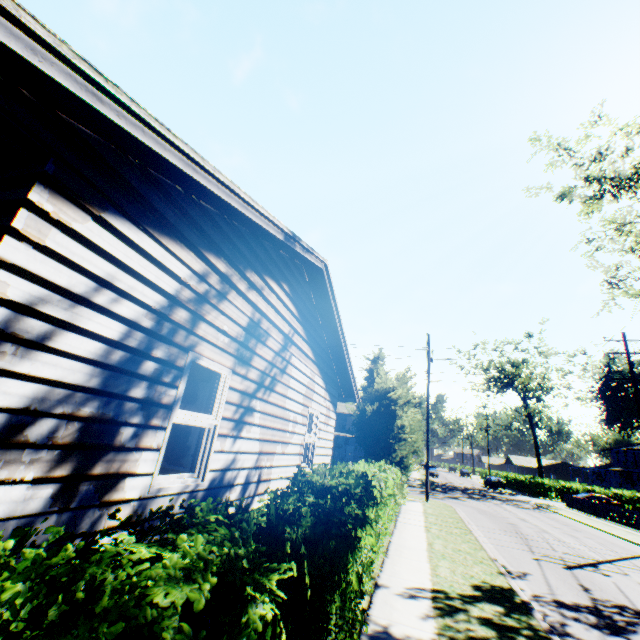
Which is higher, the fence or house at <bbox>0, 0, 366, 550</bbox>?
house at <bbox>0, 0, 366, 550</bbox>

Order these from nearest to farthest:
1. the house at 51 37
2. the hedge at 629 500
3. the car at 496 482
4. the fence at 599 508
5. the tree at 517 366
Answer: the house at 51 37
the fence at 599 508
the hedge at 629 500
the tree at 517 366
the car at 496 482

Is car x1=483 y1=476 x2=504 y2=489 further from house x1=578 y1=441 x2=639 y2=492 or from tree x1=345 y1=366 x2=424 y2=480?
tree x1=345 y1=366 x2=424 y2=480

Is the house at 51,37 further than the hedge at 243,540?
Yes

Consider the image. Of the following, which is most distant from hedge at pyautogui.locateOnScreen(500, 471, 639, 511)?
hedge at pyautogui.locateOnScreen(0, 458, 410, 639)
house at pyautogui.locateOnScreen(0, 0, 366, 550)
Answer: A: house at pyautogui.locateOnScreen(0, 0, 366, 550)

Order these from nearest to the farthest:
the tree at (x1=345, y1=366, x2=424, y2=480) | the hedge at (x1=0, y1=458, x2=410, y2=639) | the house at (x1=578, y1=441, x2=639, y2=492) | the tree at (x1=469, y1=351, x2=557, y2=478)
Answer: the hedge at (x1=0, y1=458, x2=410, y2=639) < the tree at (x1=345, y1=366, x2=424, y2=480) < the tree at (x1=469, y1=351, x2=557, y2=478) < the house at (x1=578, y1=441, x2=639, y2=492)

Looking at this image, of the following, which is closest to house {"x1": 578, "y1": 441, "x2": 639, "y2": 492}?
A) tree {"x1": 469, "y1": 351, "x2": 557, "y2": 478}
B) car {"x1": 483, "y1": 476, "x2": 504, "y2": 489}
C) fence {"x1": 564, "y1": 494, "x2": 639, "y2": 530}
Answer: tree {"x1": 469, "y1": 351, "x2": 557, "y2": 478}

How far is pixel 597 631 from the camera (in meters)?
6.41
